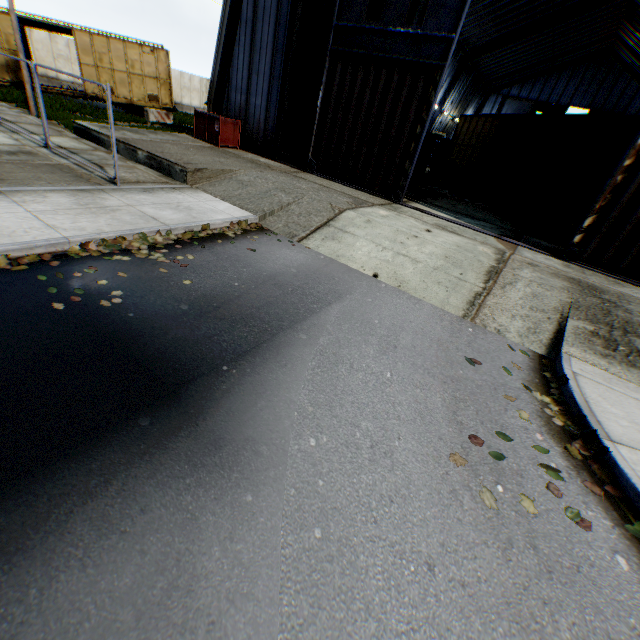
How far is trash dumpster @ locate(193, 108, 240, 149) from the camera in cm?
1440

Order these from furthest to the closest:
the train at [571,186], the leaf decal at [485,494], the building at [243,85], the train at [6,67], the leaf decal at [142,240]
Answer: the train at [6,67] < the building at [243,85] < the train at [571,186] < the leaf decal at [142,240] < the leaf decal at [485,494]

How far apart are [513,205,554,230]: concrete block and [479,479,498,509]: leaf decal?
14.48m

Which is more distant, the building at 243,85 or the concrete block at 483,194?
the concrete block at 483,194

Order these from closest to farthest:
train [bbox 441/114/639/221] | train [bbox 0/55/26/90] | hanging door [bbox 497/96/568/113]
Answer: train [bbox 441/114/639/221] → train [bbox 0/55/26/90] → hanging door [bbox 497/96/568/113]

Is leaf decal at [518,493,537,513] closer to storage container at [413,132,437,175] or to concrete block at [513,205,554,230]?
concrete block at [513,205,554,230]

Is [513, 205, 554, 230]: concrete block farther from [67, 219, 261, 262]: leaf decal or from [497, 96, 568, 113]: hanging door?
[497, 96, 568, 113]: hanging door

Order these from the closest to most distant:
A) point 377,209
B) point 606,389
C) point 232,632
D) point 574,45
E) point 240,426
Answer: point 232,632 → point 240,426 → point 606,389 → point 377,209 → point 574,45
